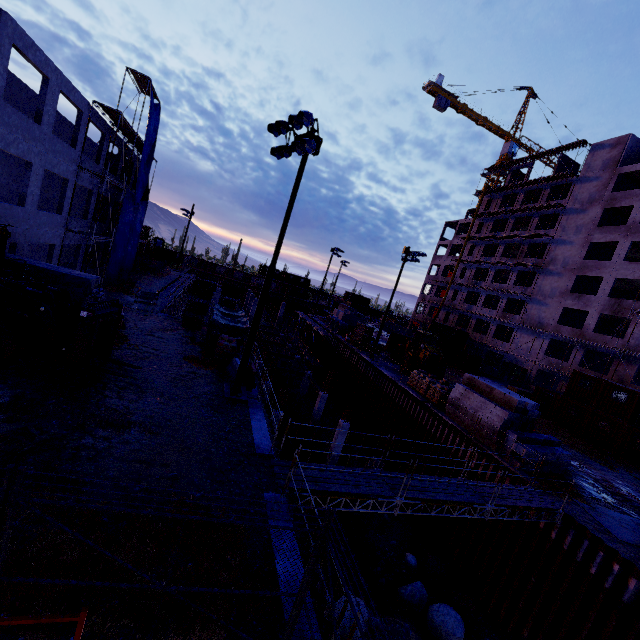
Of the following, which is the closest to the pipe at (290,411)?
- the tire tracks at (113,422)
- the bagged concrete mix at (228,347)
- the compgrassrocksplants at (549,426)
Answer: the bagged concrete mix at (228,347)

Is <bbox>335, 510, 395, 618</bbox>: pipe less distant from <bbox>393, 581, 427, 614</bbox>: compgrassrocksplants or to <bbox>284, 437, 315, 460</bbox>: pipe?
<bbox>284, 437, 315, 460</bbox>: pipe

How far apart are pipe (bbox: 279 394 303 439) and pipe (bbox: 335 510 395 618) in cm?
14

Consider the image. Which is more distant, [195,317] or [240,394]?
[195,317]

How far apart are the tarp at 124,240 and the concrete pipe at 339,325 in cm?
2334

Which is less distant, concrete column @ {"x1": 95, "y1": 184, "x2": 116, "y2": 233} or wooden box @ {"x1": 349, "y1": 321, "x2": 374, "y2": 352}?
concrete column @ {"x1": 95, "y1": 184, "x2": 116, "y2": 233}

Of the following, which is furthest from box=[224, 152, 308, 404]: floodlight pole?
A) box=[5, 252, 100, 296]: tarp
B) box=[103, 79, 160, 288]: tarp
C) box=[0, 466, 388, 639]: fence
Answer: box=[103, 79, 160, 288]: tarp

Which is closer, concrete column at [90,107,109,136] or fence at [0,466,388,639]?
fence at [0,466,388,639]
